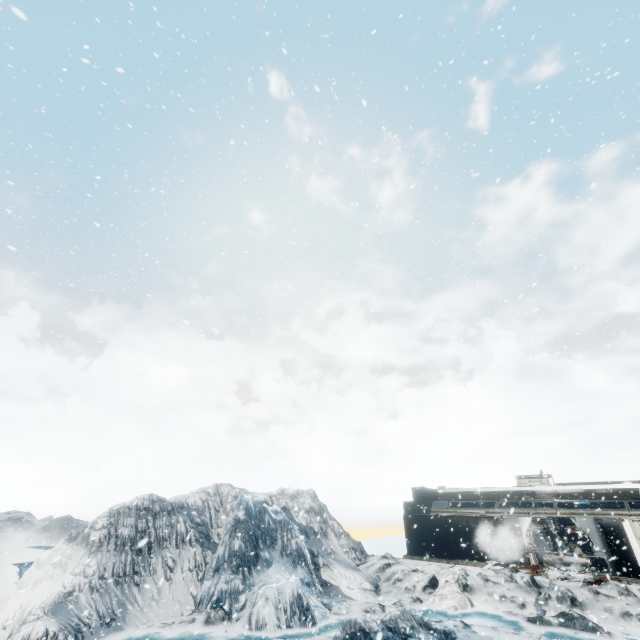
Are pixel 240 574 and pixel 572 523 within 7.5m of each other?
no
